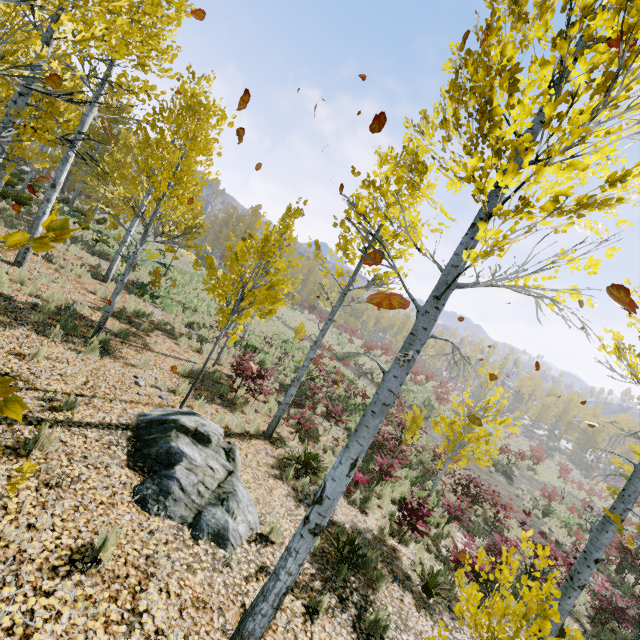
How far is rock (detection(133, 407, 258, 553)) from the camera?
4.5m

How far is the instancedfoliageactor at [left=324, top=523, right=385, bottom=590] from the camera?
5.36m

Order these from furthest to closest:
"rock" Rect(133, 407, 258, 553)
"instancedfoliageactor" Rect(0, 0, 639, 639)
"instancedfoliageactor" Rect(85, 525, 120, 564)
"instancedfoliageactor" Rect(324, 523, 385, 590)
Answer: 1. "instancedfoliageactor" Rect(324, 523, 385, 590)
2. "rock" Rect(133, 407, 258, 553)
3. "instancedfoliageactor" Rect(85, 525, 120, 564)
4. "instancedfoliageactor" Rect(0, 0, 639, 639)

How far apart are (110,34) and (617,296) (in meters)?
8.14

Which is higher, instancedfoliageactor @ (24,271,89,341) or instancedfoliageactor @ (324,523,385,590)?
instancedfoliageactor @ (24,271,89,341)

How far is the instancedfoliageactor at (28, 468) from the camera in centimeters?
339cm

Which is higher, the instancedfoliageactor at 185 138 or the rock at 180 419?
the instancedfoliageactor at 185 138
